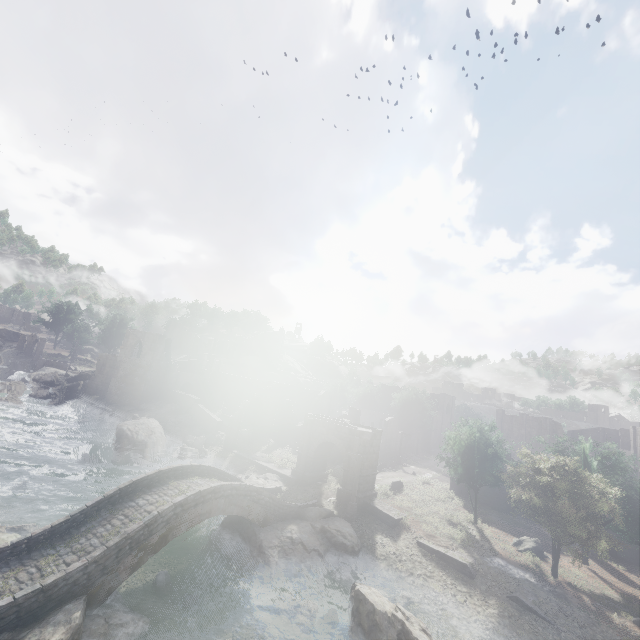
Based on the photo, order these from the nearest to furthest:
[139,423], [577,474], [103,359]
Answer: [577,474] → [139,423] → [103,359]

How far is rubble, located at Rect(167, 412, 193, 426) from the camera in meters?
42.8

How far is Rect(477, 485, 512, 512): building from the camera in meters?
34.7 m

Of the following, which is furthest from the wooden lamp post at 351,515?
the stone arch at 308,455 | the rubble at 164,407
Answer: the rubble at 164,407

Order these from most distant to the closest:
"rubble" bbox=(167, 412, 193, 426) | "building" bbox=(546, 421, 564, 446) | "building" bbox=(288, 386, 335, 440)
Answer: "building" bbox=(546, 421, 564, 446) < "building" bbox=(288, 386, 335, 440) < "rubble" bbox=(167, 412, 193, 426)

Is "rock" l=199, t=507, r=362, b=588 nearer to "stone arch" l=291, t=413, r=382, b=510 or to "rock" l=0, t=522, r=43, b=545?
"stone arch" l=291, t=413, r=382, b=510

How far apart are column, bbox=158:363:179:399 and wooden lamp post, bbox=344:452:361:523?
36.41m

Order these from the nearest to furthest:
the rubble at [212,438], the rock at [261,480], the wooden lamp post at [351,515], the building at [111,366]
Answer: the wooden lamp post at [351,515]
the rock at [261,480]
the rubble at [212,438]
the building at [111,366]
